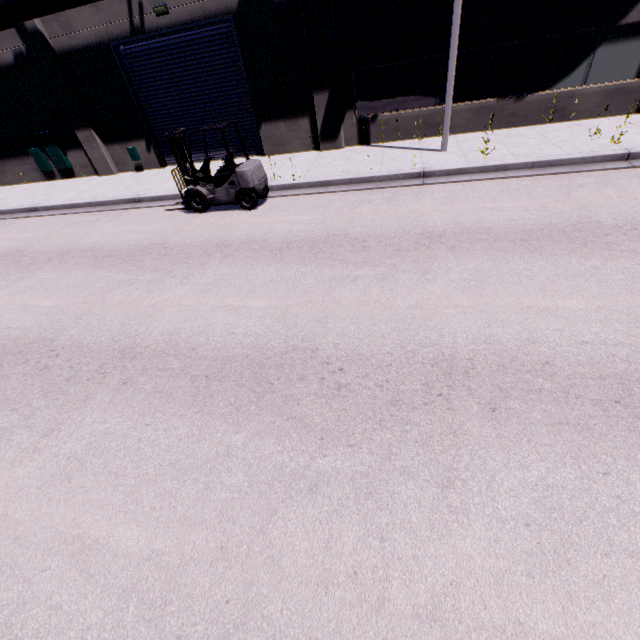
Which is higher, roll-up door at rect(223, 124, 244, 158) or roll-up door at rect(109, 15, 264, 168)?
roll-up door at rect(109, 15, 264, 168)

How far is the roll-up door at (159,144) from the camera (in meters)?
11.69

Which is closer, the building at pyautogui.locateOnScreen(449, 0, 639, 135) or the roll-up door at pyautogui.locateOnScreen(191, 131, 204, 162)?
the building at pyautogui.locateOnScreen(449, 0, 639, 135)

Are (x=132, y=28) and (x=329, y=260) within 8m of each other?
no

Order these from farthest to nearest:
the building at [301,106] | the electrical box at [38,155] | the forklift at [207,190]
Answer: the electrical box at [38,155] → the building at [301,106] → the forklift at [207,190]

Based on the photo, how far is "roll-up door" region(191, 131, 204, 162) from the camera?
13.9m

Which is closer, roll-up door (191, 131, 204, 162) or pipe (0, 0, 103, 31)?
pipe (0, 0, 103, 31)
